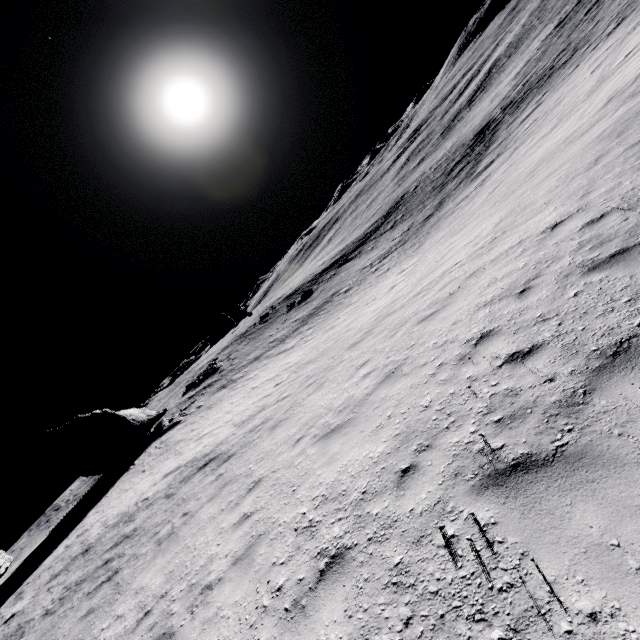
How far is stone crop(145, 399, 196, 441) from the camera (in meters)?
25.99

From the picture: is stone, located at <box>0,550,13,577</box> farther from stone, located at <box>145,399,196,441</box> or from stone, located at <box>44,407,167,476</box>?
stone, located at <box>145,399,196,441</box>

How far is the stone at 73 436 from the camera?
24.75m

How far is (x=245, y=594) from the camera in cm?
441

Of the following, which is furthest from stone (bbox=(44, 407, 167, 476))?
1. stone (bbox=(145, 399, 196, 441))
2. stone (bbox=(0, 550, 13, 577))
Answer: stone (bbox=(0, 550, 13, 577))

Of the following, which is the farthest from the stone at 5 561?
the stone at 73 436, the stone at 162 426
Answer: the stone at 162 426
